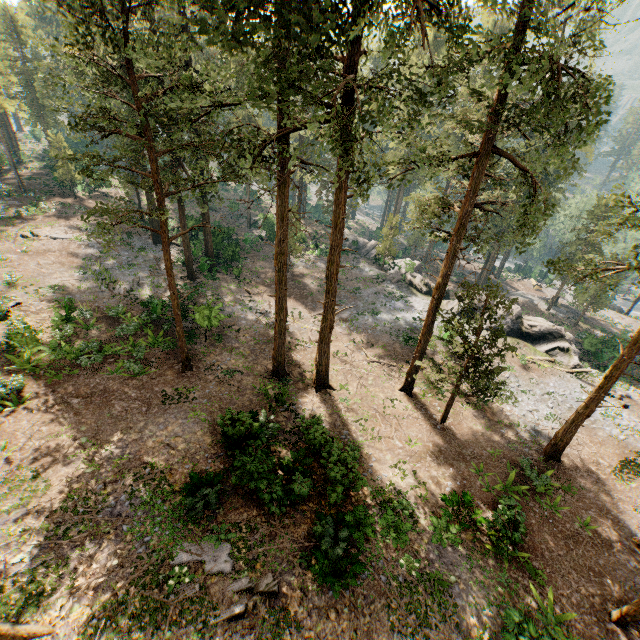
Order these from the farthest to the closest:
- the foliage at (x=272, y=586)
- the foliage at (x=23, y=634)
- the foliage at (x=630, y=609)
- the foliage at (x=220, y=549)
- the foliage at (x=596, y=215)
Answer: the foliage at (x=596, y=215)
the foliage at (x=630, y=609)
the foliage at (x=220, y=549)
the foliage at (x=272, y=586)
the foliage at (x=23, y=634)

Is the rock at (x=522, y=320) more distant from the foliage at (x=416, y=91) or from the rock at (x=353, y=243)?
the foliage at (x=416, y=91)

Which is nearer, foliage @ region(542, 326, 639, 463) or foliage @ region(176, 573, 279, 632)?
foliage @ region(176, 573, 279, 632)

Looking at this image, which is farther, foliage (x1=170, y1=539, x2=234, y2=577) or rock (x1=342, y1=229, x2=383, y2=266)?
rock (x1=342, y1=229, x2=383, y2=266)

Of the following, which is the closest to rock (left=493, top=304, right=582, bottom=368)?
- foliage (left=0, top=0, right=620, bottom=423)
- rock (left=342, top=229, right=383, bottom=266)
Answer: rock (left=342, top=229, right=383, bottom=266)

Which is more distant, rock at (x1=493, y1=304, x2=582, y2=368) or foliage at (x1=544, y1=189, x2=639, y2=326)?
rock at (x1=493, y1=304, x2=582, y2=368)

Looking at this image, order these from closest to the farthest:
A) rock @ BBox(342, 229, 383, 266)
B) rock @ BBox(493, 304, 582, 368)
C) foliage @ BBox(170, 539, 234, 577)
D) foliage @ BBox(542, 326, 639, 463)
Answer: foliage @ BBox(170, 539, 234, 577) → foliage @ BBox(542, 326, 639, 463) → rock @ BBox(493, 304, 582, 368) → rock @ BBox(342, 229, 383, 266)

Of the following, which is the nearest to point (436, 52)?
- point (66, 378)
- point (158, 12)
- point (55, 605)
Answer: point (158, 12)
